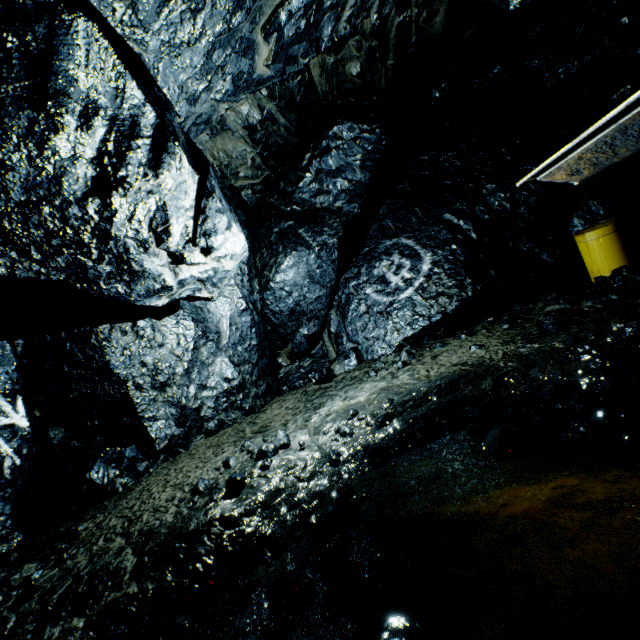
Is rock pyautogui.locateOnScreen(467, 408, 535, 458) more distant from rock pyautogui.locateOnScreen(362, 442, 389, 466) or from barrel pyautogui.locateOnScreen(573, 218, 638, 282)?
barrel pyautogui.locateOnScreen(573, 218, 638, 282)

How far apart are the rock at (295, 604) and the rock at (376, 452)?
1.5 meters

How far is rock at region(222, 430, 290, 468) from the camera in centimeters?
457cm

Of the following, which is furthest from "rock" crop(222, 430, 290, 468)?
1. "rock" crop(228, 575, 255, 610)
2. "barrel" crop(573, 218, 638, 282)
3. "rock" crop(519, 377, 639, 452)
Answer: "rock" crop(228, 575, 255, 610)

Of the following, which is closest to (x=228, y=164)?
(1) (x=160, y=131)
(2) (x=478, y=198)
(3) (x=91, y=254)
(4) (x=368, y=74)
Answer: (4) (x=368, y=74)

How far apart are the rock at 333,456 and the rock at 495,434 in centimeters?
166cm

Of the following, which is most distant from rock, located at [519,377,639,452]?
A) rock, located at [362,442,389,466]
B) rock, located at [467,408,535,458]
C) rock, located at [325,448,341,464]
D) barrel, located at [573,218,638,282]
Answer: barrel, located at [573,218,638,282]

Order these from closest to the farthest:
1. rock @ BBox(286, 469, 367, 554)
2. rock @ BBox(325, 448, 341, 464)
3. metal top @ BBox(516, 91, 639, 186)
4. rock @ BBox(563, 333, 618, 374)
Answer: metal top @ BBox(516, 91, 639, 186) < rock @ BBox(286, 469, 367, 554) < rock @ BBox(563, 333, 618, 374) < rock @ BBox(325, 448, 341, 464)
